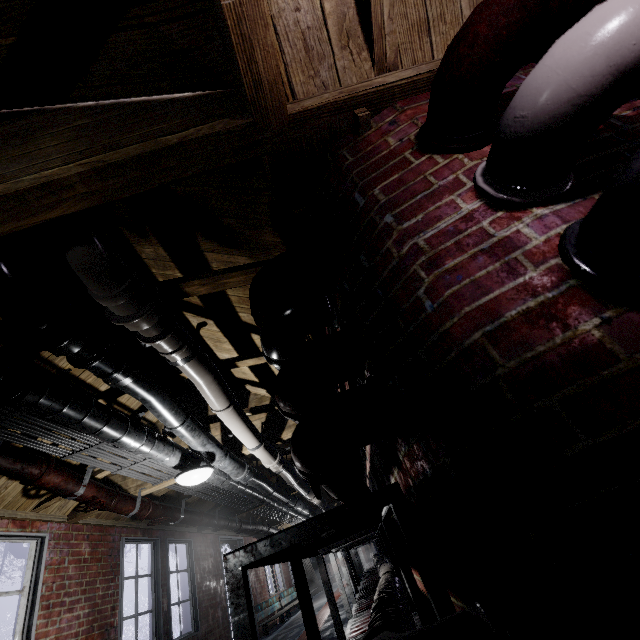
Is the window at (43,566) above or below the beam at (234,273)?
below

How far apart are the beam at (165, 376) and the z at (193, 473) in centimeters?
54cm

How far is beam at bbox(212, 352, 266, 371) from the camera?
2.55m

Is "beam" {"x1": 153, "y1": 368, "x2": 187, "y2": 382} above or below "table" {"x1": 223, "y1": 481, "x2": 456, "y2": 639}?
above

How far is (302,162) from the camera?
1.3m

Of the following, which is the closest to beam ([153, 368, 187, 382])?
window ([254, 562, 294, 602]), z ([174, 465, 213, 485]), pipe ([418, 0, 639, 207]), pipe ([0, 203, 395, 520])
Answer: pipe ([0, 203, 395, 520])

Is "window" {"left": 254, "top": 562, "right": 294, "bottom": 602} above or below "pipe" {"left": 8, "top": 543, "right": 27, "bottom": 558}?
below
